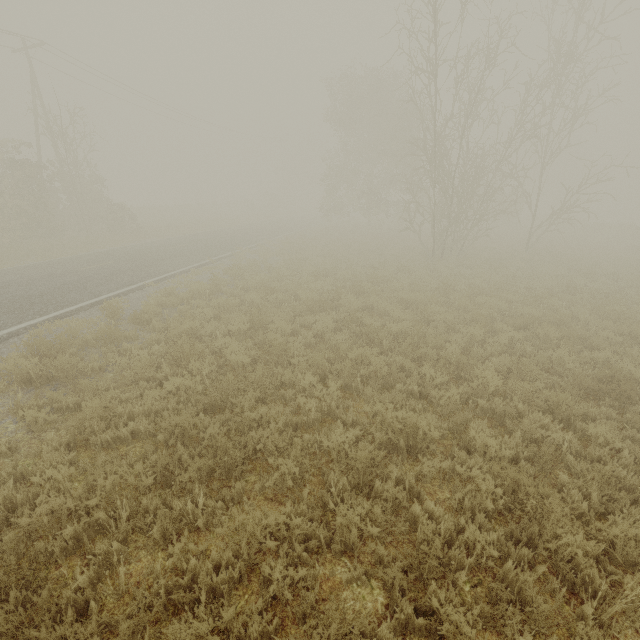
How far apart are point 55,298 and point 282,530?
11.11m
